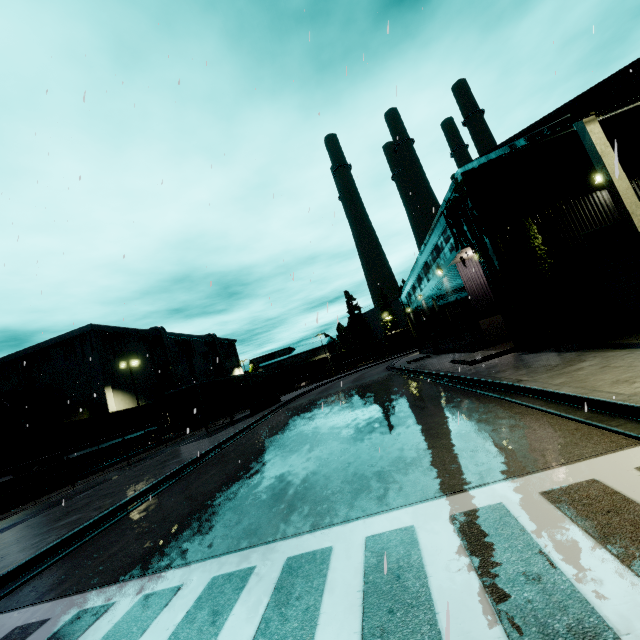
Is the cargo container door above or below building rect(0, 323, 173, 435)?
below

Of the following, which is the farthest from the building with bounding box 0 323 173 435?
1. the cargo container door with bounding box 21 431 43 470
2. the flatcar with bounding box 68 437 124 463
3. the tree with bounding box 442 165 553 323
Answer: the cargo container door with bounding box 21 431 43 470

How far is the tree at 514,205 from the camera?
12.3 meters

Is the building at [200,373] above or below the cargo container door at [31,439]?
above

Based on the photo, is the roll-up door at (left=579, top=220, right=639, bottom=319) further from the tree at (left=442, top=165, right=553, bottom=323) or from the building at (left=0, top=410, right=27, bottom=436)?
the tree at (left=442, top=165, right=553, bottom=323)

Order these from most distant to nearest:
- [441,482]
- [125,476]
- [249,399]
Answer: [249,399] → [125,476] → [441,482]

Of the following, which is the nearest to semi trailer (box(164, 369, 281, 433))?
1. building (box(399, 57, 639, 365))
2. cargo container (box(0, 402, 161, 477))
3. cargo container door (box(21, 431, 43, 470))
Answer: building (box(399, 57, 639, 365))

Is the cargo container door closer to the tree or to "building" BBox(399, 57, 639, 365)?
"building" BBox(399, 57, 639, 365)
